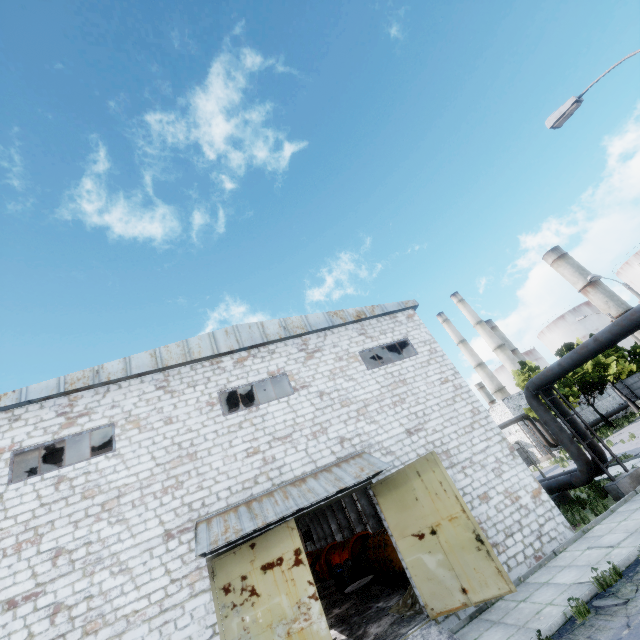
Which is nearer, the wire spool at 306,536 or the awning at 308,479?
the awning at 308,479

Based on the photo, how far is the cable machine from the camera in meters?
15.3 m

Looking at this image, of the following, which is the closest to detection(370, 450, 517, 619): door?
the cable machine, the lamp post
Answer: the lamp post

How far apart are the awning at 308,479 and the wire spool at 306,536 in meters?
16.2

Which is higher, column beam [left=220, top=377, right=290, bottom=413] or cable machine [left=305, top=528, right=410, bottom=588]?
column beam [left=220, top=377, right=290, bottom=413]

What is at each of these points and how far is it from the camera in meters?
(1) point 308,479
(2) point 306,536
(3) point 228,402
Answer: (1) awning, 10.9
(2) wire spool, 24.2
(3) column beam, 17.1

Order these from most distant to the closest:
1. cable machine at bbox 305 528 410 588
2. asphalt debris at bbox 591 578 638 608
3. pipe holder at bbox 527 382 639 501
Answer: cable machine at bbox 305 528 410 588 < pipe holder at bbox 527 382 639 501 < asphalt debris at bbox 591 578 638 608

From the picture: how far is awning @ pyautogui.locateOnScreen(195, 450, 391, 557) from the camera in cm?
886
